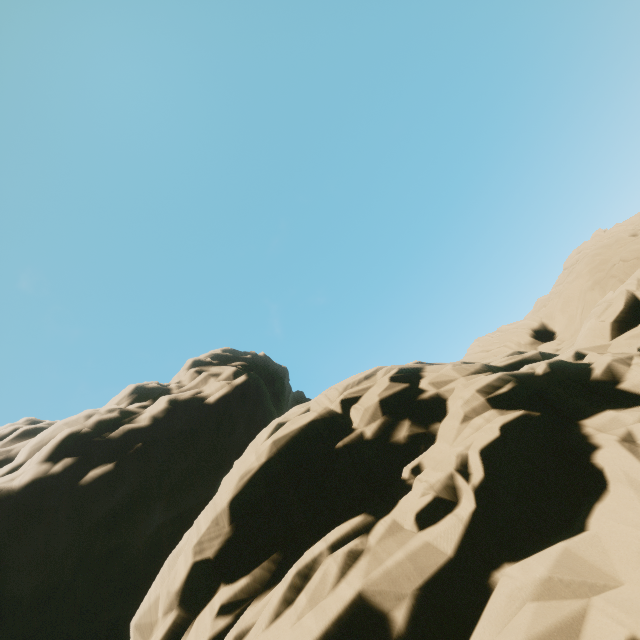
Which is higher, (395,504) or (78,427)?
(78,427)
